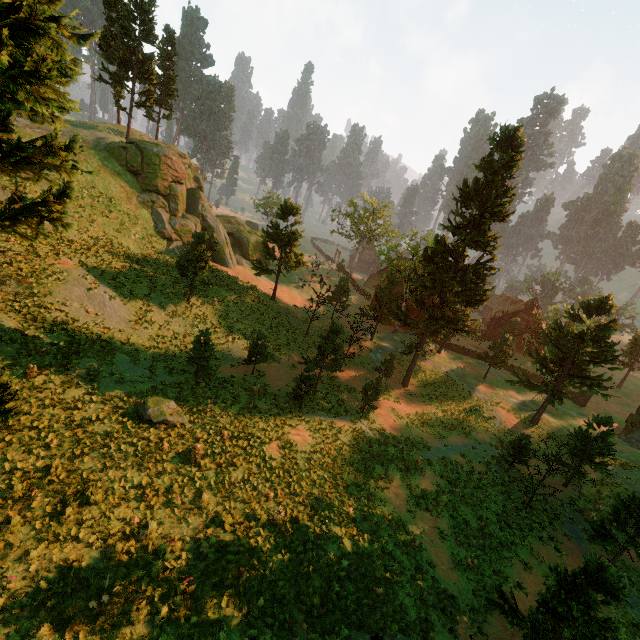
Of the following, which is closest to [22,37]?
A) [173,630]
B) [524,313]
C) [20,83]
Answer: [20,83]

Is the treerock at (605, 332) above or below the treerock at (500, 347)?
above

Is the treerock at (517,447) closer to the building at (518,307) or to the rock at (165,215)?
the building at (518,307)

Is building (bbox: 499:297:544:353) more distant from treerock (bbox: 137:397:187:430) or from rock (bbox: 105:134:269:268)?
rock (bbox: 105:134:269:268)

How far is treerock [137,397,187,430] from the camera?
14.91m

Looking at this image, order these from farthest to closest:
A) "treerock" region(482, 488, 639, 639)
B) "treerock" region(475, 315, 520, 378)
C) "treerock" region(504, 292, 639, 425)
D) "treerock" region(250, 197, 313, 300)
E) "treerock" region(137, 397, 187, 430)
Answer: "treerock" region(475, 315, 520, 378), "treerock" region(250, 197, 313, 300), "treerock" region(504, 292, 639, 425), "treerock" region(137, 397, 187, 430), "treerock" region(482, 488, 639, 639)
